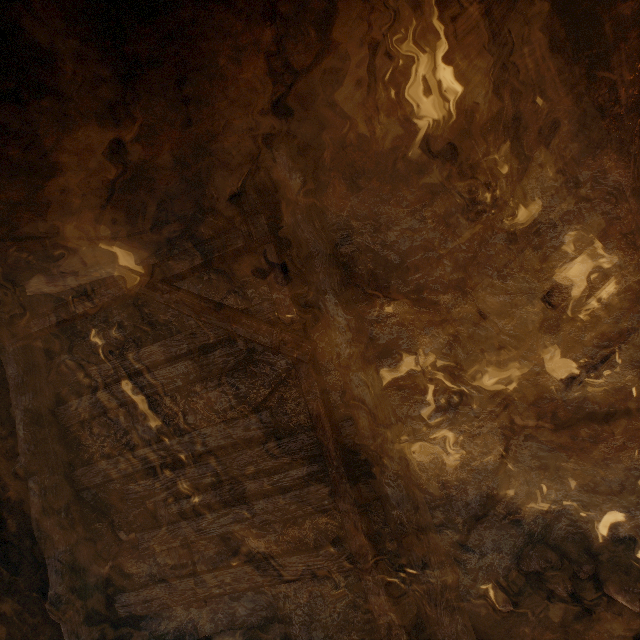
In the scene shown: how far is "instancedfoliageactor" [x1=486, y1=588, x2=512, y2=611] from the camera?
2.9 meters

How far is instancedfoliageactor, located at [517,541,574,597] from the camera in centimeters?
284cm

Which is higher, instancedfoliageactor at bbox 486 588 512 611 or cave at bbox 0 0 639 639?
cave at bbox 0 0 639 639

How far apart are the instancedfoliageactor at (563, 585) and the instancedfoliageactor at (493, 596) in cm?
32

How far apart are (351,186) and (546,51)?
1.7 meters

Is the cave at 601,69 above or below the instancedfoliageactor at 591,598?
above

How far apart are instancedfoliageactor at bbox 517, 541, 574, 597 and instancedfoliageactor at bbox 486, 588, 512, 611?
0.32m
